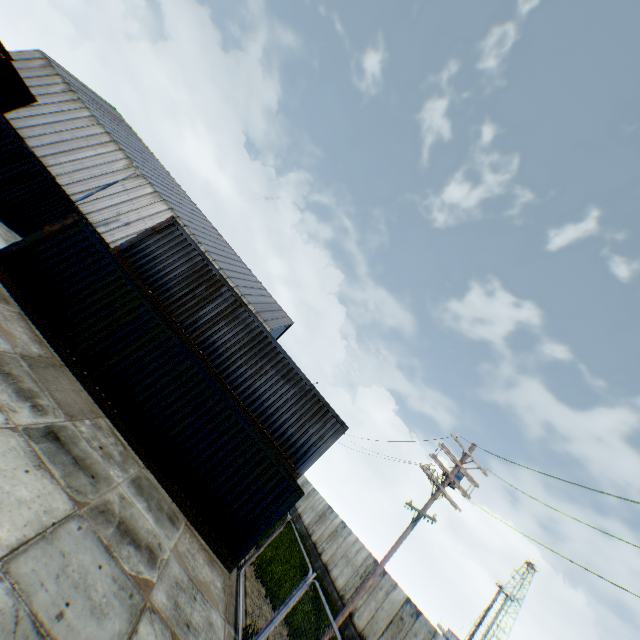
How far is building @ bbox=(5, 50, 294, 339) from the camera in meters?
37.2

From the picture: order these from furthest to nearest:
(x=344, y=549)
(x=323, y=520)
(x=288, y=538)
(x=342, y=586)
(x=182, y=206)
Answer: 1. (x=182, y=206)
2. (x=323, y=520)
3. (x=344, y=549)
4. (x=288, y=538)
5. (x=342, y=586)

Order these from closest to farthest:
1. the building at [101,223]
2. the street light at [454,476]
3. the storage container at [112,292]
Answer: the storage container at [112,292] → the street light at [454,476] → the building at [101,223]

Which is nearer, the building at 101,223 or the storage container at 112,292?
the storage container at 112,292

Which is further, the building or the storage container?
the building

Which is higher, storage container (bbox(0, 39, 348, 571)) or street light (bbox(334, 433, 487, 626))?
street light (bbox(334, 433, 487, 626))

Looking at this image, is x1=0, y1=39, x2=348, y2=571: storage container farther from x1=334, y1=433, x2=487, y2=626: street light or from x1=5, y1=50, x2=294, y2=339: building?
x1=5, y1=50, x2=294, y2=339: building
